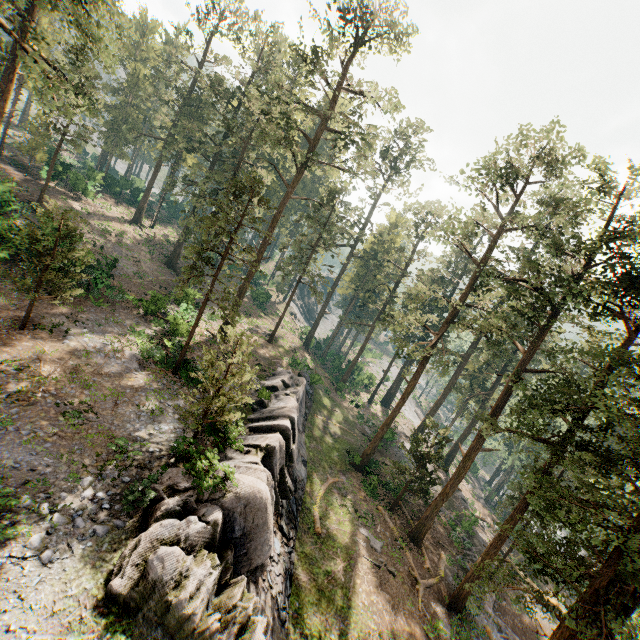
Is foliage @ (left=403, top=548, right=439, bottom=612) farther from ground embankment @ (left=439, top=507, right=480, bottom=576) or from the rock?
the rock

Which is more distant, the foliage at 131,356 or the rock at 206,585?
the foliage at 131,356

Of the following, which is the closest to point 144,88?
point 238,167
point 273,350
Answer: point 238,167

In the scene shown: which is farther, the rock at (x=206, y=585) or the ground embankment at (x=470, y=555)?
the ground embankment at (x=470, y=555)

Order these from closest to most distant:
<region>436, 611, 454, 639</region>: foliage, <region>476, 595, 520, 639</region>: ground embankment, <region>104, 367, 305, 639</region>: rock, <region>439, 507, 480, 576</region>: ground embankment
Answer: <region>104, 367, 305, 639</region>: rock
<region>436, 611, 454, 639</region>: foliage
<region>476, 595, 520, 639</region>: ground embankment
<region>439, 507, 480, 576</region>: ground embankment

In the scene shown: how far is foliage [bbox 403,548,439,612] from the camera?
20.3m

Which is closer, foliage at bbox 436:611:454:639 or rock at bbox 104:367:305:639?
rock at bbox 104:367:305:639

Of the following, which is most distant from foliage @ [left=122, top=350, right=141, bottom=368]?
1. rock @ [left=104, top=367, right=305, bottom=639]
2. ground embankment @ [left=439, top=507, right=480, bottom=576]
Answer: rock @ [left=104, top=367, right=305, bottom=639]
